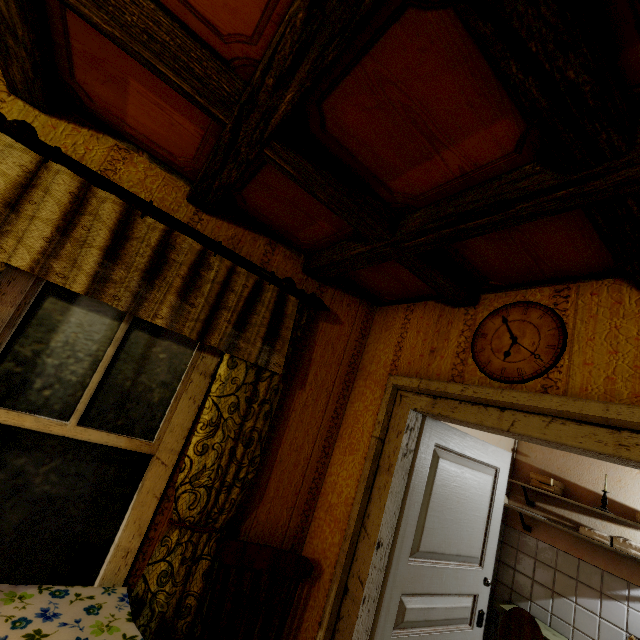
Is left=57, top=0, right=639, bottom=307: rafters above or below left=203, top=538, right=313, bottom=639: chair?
above

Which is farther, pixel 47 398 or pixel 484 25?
pixel 47 398

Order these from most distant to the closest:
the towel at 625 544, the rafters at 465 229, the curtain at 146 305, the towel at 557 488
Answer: the towel at 557 488
the towel at 625 544
the curtain at 146 305
the rafters at 465 229

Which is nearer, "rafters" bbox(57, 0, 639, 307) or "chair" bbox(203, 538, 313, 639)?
"rafters" bbox(57, 0, 639, 307)

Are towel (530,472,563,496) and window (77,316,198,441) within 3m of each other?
no

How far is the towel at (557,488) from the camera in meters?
3.2 m

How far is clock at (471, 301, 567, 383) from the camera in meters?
1.5

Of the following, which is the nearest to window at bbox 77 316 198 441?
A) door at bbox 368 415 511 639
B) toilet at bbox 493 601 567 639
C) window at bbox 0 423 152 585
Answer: window at bbox 0 423 152 585
